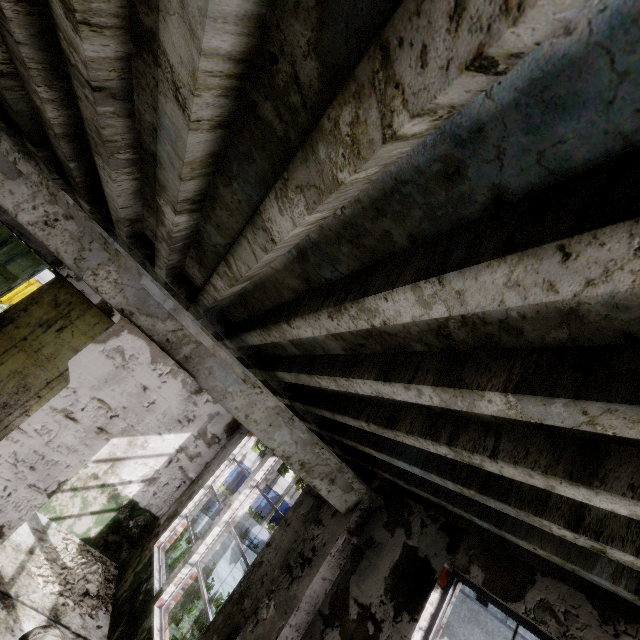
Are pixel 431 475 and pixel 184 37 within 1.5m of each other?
no

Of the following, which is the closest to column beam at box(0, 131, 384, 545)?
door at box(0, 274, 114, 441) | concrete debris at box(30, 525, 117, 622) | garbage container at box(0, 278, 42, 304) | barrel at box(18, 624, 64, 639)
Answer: barrel at box(18, 624, 64, 639)

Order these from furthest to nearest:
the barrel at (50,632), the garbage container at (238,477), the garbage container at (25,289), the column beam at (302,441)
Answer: the garbage container at (238,477) → the garbage container at (25,289) → the barrel at (50,632) → the column beam at (302,441)

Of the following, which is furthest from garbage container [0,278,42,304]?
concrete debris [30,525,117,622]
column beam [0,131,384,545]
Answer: column beam [0,131,384,545]

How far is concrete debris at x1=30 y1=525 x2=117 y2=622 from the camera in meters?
5.6

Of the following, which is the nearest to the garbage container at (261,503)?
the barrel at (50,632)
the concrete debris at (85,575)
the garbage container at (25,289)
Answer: the garbage container at (25,289)

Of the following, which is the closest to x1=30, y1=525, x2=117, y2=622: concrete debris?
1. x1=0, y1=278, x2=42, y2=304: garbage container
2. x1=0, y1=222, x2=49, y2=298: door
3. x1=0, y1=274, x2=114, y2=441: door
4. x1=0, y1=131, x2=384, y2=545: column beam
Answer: x1=0, y1=274, x2=114, y2=441: door

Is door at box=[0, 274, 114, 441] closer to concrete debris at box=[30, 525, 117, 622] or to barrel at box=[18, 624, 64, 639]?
concrete debris at box=[30, 525, 117, 622]
